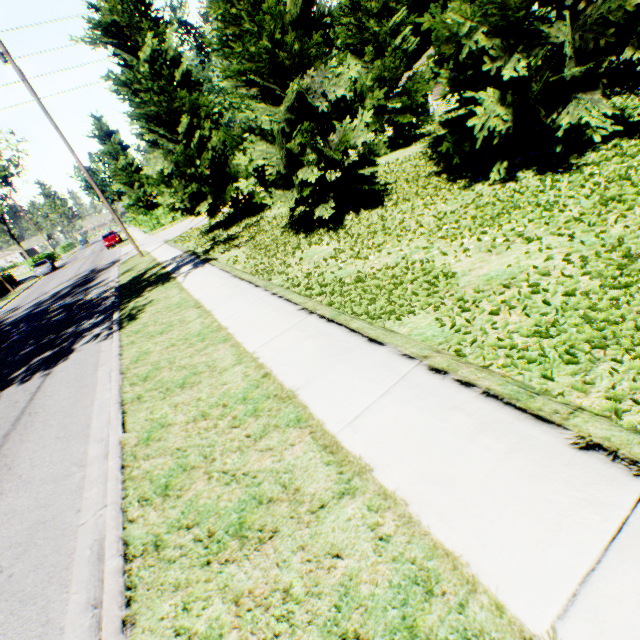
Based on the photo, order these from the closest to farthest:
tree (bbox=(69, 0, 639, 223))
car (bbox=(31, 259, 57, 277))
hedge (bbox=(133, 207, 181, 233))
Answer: tree (bbox=(69, 0, 639, 223)), hedge (bbox=(133, 207, 181, 233)), car (bbox=(31, 259, 57, 277))

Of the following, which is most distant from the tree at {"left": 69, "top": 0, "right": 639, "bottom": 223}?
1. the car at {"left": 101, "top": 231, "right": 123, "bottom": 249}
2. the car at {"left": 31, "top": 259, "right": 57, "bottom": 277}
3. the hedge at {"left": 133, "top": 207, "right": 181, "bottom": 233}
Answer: the car at {"left": 31, "top": 259, "right": 57, "bottom": 277}

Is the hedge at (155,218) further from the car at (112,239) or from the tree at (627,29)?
the car at (112,239)

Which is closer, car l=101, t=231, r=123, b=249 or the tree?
the tree

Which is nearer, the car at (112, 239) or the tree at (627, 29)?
the tree at (627, 29)

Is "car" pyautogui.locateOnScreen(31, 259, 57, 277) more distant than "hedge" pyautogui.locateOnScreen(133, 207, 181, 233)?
Yes

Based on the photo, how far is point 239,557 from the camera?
2.3m

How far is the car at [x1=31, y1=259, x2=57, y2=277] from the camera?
37.16m
